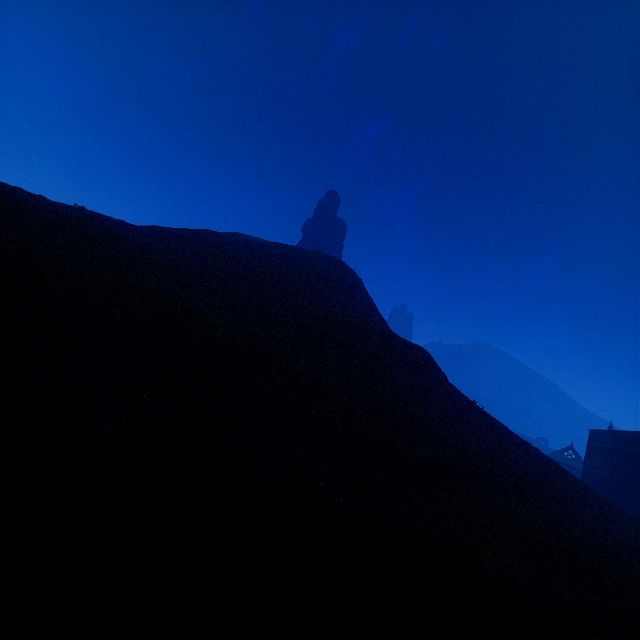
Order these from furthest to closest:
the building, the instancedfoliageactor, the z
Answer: the building → the instancedfoliageactor → the z

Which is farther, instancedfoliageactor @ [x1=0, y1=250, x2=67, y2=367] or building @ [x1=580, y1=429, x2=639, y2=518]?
building @ [x1=580, y1=429, x2=639, y2=518]

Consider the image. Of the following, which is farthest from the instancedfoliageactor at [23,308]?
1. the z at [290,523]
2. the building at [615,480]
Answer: the building at [615,480]

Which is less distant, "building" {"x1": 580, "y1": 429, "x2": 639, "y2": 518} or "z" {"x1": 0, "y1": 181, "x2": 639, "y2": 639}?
"z" {"x1": 0, "y1": 181, "x2": 639, "y2": 639}

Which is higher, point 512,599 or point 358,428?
point 358,428

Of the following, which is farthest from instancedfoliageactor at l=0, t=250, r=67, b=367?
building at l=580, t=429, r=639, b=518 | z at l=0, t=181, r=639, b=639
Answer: building at l=580, t=429, r=639, b=518

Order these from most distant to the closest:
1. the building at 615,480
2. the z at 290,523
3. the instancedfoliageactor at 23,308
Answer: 1. the building at 615,480
2. the instancedfoliageactor at 23,308
3. the z at 290,523
